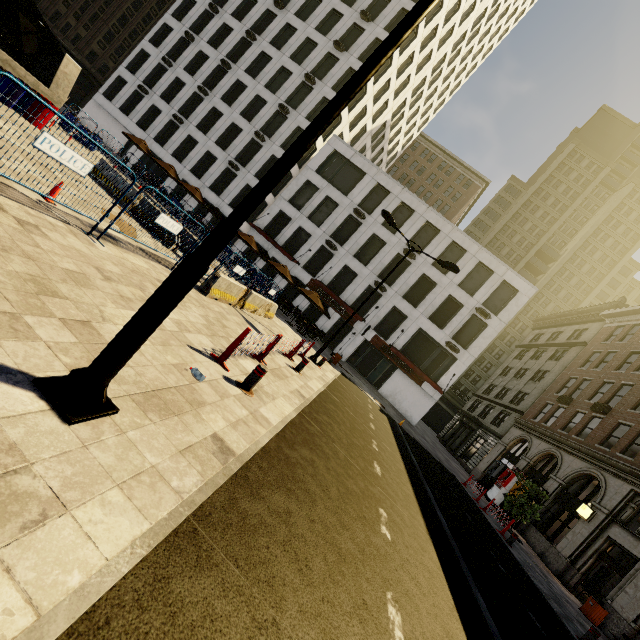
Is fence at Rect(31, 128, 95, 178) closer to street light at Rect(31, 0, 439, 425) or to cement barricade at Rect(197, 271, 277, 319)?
cement barricade at Rect(197, 271, 277, 319)

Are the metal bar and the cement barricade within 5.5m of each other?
yes

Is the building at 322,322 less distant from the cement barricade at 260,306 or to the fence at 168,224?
the fence at 168,224

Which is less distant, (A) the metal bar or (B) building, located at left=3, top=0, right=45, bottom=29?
(A) the metal bar

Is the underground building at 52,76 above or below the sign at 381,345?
below

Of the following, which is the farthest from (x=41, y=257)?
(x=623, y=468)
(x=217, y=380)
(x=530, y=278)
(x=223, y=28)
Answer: (x=530, y=278)

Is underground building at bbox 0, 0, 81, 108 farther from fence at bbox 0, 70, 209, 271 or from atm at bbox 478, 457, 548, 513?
atm at bbox 478, 457, 548, 513

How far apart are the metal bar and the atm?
24.0 meters
